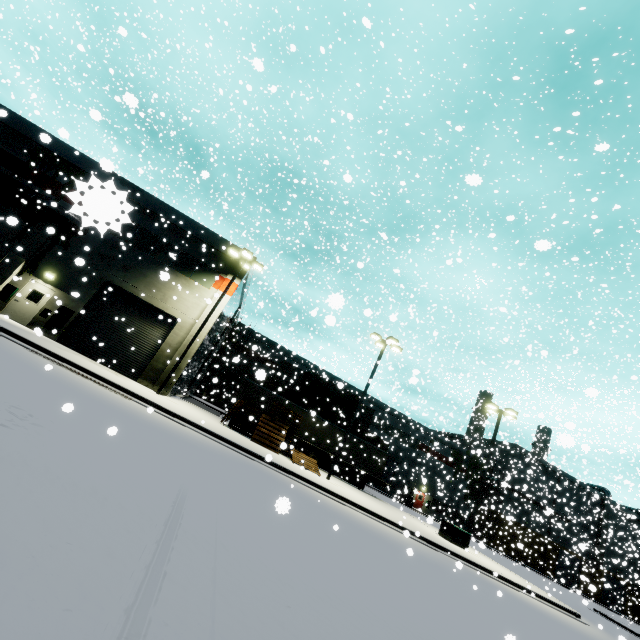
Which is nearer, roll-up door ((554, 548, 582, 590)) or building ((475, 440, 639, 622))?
building ((475, 440, 639, 622))

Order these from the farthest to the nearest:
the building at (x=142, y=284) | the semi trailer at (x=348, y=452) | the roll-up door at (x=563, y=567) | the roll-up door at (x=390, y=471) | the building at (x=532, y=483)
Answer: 1. the roll-up door at (x=390, y=471)
2. the roll-up door at (x=563, y=567)
3. the building at (x=532, y=483)
4. the semi trailer at (x=348, y=452)
5. the building at (x=142, y=284)

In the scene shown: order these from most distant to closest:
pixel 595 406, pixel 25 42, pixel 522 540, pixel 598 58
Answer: pixel 522 540, pixel 595 406, pixel 25 42, pixel 598 58

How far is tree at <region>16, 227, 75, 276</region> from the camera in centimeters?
1895cm

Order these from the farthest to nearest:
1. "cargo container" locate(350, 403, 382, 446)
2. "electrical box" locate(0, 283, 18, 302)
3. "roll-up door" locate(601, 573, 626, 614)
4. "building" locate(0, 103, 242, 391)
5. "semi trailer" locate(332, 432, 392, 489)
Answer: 1. "roll-up door" locate(601, 573, 626, 614)
2. "cargo container" locate(350, 403, 382, 446)
3. "semi trailer" locate(332, 432, 392, 489)
4. "electrical box" locate(0, 283, 18, 302)
5. "building" locate(0, 103, 242, 391)

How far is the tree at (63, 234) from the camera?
18.95m

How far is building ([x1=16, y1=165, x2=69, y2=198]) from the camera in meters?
20.0 m
